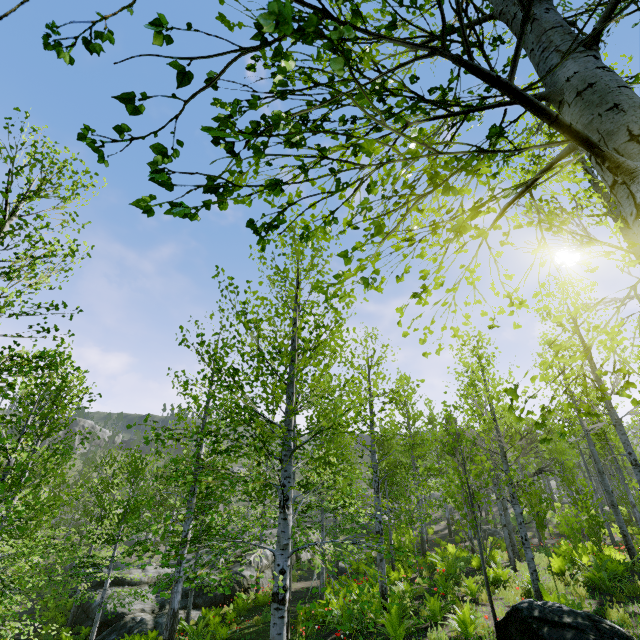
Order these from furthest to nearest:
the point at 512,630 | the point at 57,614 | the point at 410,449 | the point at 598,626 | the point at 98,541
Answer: the point at 57,614 → the point at 98,541 → the point at 410,449 → the point at 512,630 → the point at 598,626

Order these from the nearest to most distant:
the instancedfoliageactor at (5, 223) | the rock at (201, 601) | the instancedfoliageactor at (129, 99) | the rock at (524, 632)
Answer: the instancedfoliageactor at (129, 99)
the rock at (524, 632)
the instancedfoliageactor at (5, 223)
the rock at (201, 601)

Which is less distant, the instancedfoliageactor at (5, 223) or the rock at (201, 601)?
the instancedfoliageactor at (5, 223)

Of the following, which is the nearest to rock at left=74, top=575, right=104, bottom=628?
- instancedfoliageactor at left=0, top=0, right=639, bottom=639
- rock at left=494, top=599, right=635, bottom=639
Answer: instancedfoliageactor at left=0, top=0, right=639, bottom=639

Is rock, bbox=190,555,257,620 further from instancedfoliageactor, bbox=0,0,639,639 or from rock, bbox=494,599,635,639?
rock, bbox=494,599,635,639
